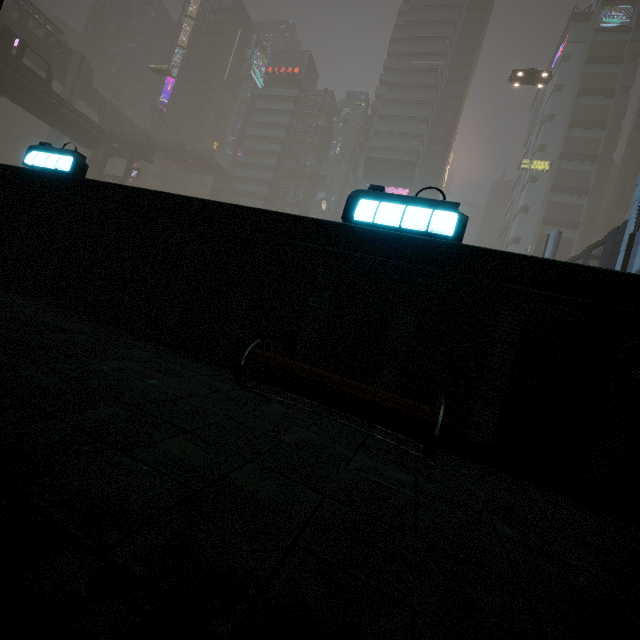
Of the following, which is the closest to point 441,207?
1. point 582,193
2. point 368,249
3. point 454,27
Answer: point 368,249

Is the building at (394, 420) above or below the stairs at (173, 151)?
below

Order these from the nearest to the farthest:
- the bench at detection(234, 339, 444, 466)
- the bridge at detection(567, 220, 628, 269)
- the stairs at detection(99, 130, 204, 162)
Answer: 1. the bench at detection(234, 339, 444, 466)
2. the bridge at detection(567, 220, 628, 269)
3. the stairs at detection(99, 130, 204, 162)

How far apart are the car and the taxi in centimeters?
0cm

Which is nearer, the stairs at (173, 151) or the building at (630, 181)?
the stairs at (173, 151)

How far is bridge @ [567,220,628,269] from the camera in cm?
1897

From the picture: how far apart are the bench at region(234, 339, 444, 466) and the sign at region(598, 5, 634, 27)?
89.1m

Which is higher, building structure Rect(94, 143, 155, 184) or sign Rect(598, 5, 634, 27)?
sign Rect(598, 5, 634, 27)
